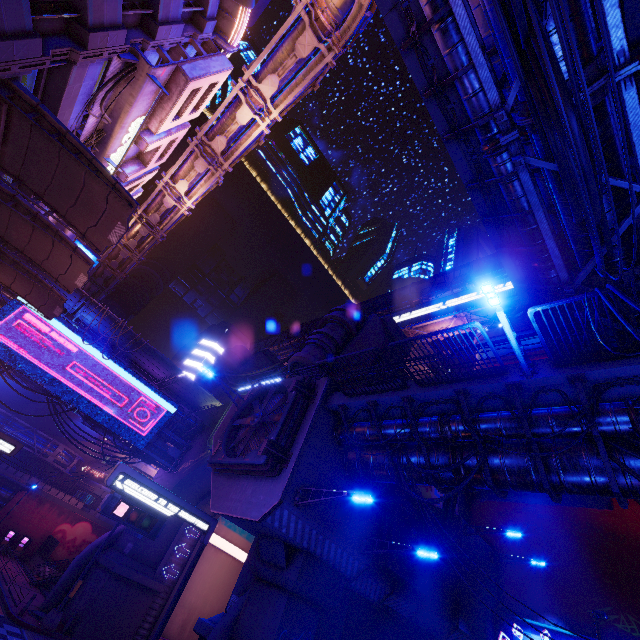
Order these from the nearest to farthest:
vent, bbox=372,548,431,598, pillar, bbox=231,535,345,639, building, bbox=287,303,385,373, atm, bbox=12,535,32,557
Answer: pillar, bbox=231,535,345,639 → vent, bbox=372,548,431,598 → building, bbox=287,303,385,373 → atm, bbox=12,535,32,557

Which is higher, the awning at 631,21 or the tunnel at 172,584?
the awning at 631,21

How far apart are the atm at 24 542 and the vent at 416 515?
41.5 meters

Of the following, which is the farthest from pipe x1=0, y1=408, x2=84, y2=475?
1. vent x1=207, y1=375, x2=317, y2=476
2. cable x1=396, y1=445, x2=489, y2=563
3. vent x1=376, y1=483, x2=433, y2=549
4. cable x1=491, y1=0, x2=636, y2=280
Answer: cable x1=491, y1=0, x2=636, y2=280

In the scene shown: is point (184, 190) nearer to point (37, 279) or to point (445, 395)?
point (37, 279)

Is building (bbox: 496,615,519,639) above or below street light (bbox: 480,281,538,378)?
below

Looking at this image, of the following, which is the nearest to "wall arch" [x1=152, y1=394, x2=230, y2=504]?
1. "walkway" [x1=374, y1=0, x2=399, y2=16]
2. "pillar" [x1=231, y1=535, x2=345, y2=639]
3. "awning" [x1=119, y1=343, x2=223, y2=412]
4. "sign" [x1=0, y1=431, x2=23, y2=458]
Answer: "pillar" [x1=231, y1=535, x2=345, y2=639]

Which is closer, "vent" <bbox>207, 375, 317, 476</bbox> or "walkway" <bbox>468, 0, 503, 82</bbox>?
"walkway" <bbox>468, 0, 503, 82</bbox>
